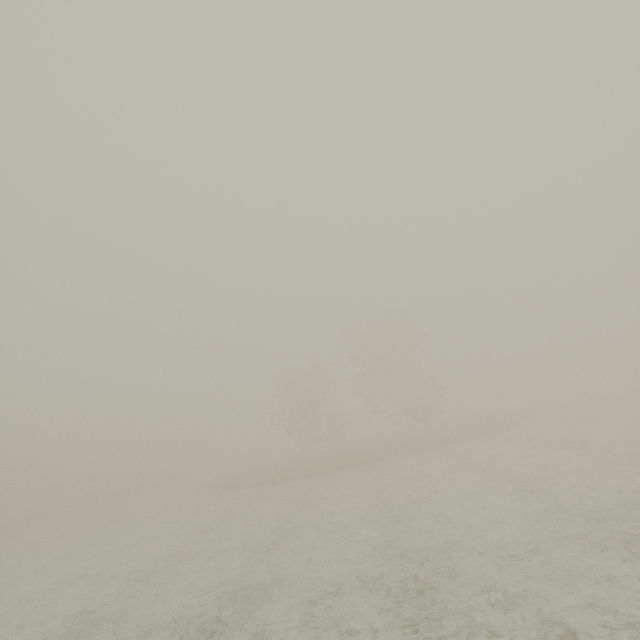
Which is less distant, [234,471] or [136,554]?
[136,554]
